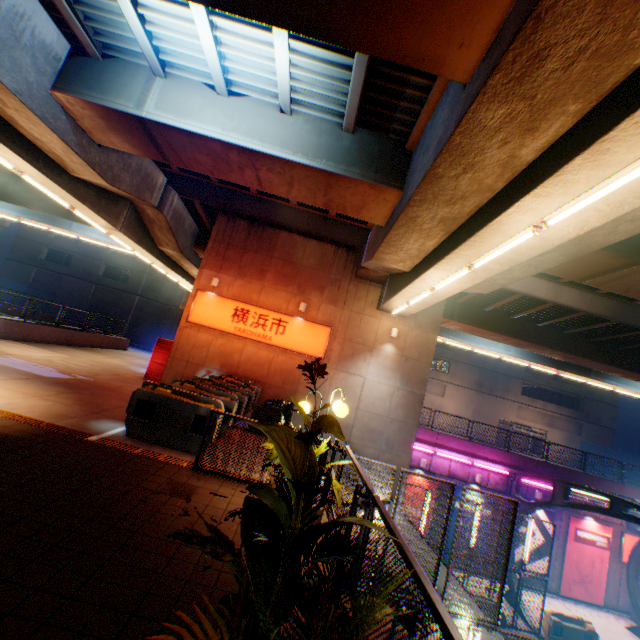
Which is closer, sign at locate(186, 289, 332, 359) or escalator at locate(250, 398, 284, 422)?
escalator at locate(250, 398, 284, 422)

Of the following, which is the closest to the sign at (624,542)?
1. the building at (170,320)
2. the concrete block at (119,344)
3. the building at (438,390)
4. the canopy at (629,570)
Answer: the canopy at (629,570)

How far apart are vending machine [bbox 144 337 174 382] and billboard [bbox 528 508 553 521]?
20.4m

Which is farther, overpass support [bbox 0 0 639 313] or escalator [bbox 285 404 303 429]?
escalator [bbox 285 404 303 429]

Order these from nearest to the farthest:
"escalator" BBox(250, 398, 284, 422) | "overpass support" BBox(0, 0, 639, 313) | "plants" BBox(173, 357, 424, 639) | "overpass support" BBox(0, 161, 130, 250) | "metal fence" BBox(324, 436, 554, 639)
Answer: "plants" BBox(173, 357, 424, 639), "metal fence" BBox(324, 436, 554, 639), "overpass support" BBox(0, 0, 639, 313), "escalator" BBox(250, 398, 284, 422), "overpass support" BBox(0, 161, 130, 250)

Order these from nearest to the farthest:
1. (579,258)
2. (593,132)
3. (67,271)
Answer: (593,132) < (579,258) < (67,271)

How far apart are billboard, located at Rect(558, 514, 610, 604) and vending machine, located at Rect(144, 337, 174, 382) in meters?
23.9

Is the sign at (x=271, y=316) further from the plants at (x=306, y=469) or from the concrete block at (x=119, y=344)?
the plants at (x=306, y=469)
